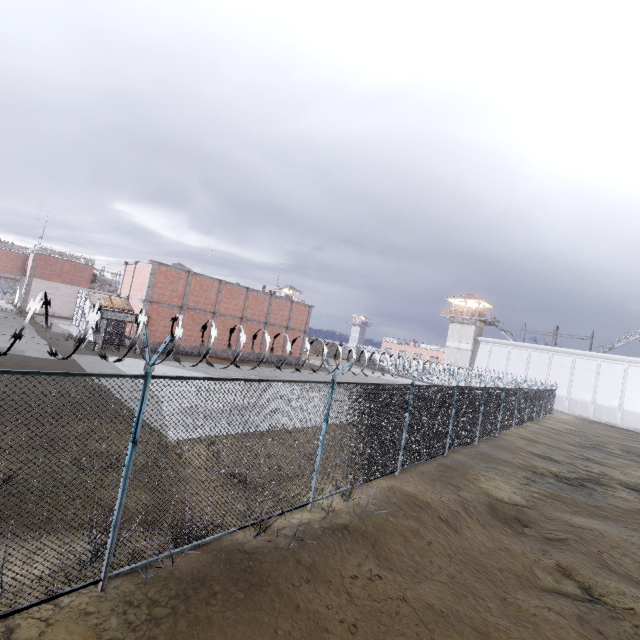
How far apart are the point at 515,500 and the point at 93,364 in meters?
20.3 m

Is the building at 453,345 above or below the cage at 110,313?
above

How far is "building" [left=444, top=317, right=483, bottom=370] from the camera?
50.4m

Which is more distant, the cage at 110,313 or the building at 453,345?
the building at 453,345

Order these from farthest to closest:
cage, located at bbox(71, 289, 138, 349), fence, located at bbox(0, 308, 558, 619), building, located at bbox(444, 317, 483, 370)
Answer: building, located at bbox(444, 317, 483, 370), cage, located at bbox(71, 289, 138, 349), fence, located at bbox(0, 308, 558, 619)

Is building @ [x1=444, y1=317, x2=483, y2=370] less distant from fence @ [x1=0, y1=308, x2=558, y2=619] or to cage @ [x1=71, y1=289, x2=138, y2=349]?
fence @ [x1=0, y1=308, x2=558, y2=619]

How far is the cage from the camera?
21.92m

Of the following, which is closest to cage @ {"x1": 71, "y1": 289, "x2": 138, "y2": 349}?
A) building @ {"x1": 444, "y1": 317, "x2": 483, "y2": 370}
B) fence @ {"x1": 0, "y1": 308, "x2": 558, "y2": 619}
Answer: fence @ {"x1": 0, "y1": 308, "x2": 558, "y2": 619}
